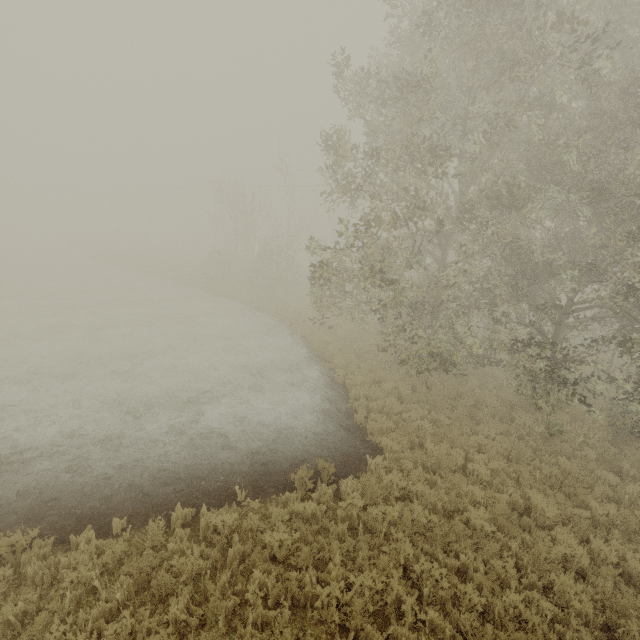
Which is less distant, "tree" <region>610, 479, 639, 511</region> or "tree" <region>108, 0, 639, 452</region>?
"tree" <region>610, 479, 639, 511</region>

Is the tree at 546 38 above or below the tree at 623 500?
above

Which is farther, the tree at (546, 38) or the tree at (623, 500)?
the tree at (546, 38)

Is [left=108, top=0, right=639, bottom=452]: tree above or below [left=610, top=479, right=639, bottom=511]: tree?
above

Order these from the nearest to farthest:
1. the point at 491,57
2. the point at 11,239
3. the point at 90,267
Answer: the point at 491,57
the point at 90,267
the point at 11,239
